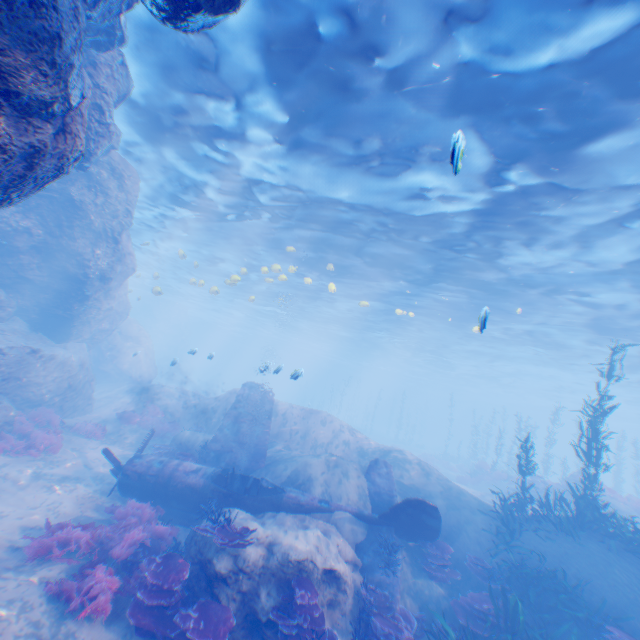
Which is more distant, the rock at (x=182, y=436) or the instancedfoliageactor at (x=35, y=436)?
the rock at (x=182, y=436)

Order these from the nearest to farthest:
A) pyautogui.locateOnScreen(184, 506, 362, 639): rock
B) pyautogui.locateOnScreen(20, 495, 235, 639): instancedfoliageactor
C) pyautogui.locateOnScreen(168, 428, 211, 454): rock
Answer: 1. pyautogui.locateOnScreen(20, 495, 235, 639): instancedfoliageactor
2. pyautogui.locateOnScreen(184, 506, 362, 639): rock
3. pyautogui.locateOnScreen(168, 428, 211, 454): rock

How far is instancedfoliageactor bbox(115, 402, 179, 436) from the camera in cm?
1697

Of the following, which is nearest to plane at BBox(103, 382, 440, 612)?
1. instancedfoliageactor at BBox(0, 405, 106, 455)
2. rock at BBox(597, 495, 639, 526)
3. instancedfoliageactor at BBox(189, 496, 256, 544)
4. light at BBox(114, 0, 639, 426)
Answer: light at BBox(114, 0, 639, 426)

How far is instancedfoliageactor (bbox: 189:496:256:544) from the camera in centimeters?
757cm

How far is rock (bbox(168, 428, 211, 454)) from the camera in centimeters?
1457cm

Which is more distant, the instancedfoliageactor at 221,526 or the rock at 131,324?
the instancedfoliageactor at 221,526

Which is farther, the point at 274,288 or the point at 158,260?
the point at 158,260
